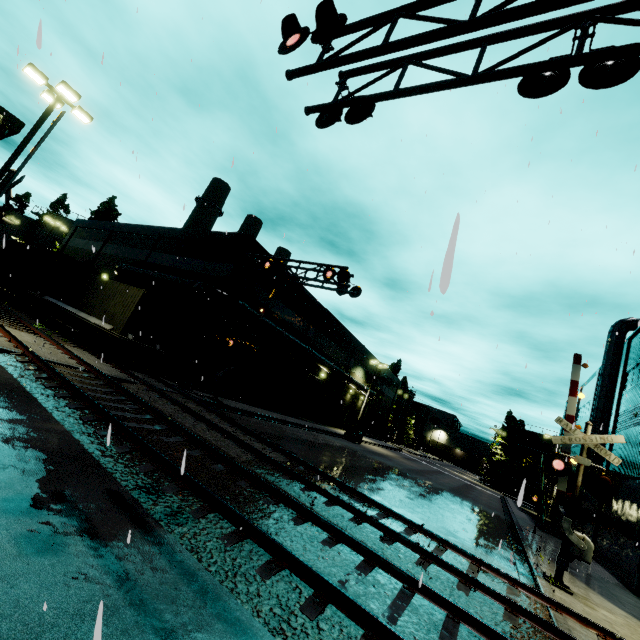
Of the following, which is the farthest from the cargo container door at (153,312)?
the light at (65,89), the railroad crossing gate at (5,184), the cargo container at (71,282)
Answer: the railroad crossing gate at (5,184)

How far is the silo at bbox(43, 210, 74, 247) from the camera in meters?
44.2 m

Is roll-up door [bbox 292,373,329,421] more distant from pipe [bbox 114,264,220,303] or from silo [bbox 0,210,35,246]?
silo [bbox 0,210,35,246]

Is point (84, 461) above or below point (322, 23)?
below

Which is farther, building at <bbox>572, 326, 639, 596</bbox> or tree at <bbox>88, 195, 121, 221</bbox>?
tree at <bbox>88, 195, 121, 221</bbox>

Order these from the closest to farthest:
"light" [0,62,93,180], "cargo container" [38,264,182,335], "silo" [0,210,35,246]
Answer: "light" [0,62,93,180], "cargo container" [38,264,182,335], "silo" [0,210,35,246]

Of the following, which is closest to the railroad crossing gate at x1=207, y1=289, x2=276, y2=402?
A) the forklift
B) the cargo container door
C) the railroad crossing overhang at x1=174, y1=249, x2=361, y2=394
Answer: the railroad crossing overhang at x1=174, y1=249, x2=361, y2=394

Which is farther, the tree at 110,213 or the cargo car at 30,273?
the tree at 110,213
